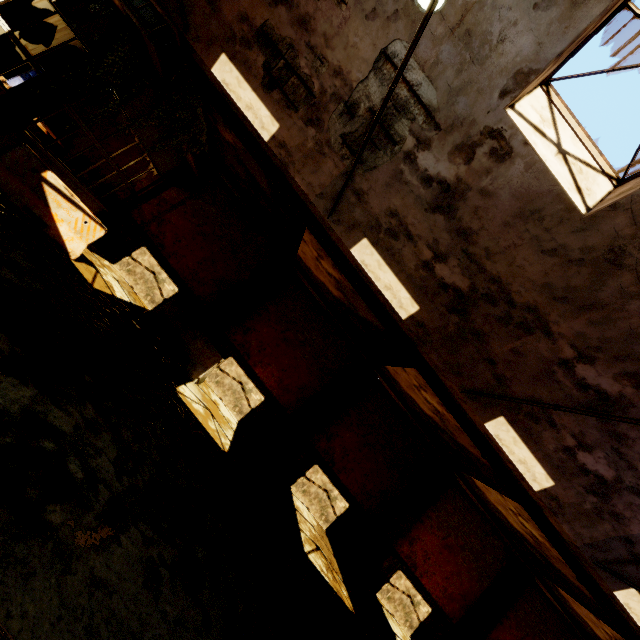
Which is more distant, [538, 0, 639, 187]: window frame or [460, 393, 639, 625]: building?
[460, 393, 639, 625]: building

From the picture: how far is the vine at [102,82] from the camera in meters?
6.6 m

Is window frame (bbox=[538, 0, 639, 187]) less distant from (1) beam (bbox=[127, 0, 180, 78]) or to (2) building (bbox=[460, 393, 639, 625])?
(2) building (bbox=[460, 393, 639, 625])

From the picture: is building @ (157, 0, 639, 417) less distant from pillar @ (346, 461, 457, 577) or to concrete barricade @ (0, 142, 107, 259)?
concrete barricade @ (0, 142, 107, 259)

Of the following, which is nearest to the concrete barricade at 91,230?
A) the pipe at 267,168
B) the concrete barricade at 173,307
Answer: the concrete barricade at 173,307

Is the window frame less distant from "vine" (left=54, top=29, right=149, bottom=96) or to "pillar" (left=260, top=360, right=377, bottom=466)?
→ "vine" (left=54, top=29, right=149, bottom=96)

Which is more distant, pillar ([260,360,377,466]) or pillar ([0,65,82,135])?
pillar ([260,360,377,466])

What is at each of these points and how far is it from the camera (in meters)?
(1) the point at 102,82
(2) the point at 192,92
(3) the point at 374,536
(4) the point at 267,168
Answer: (1) vine, 7.11
(2) vine, 8.20
(3) pillar, 11.51
(4) pipe, 8.24
